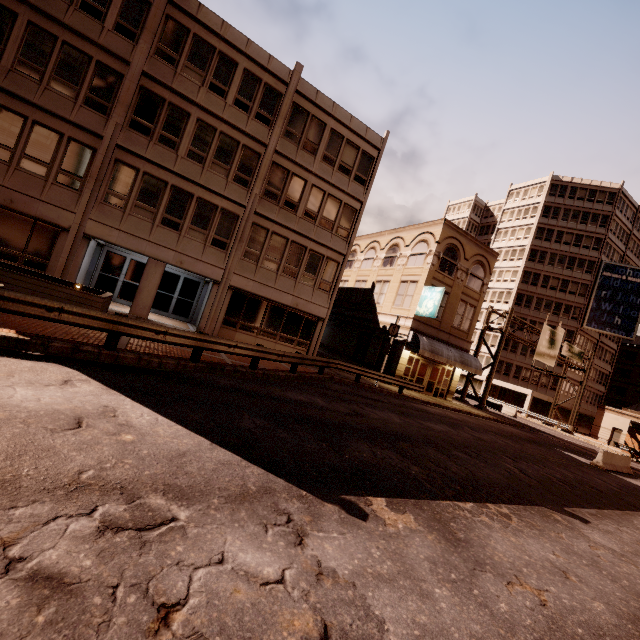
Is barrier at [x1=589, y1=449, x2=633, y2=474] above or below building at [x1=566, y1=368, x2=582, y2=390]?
below

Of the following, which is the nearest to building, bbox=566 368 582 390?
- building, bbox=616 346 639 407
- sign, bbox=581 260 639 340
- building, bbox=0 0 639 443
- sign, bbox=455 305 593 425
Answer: sign, bbox=581 260 639 340

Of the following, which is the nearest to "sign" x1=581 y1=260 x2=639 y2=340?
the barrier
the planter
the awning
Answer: the awning

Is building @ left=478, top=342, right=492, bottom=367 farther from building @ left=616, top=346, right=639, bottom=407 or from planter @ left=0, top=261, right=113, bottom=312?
planter @ left=0, top=261, right=113, bottom=312

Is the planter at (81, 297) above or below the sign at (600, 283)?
below

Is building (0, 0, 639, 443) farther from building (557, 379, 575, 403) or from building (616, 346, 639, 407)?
building (616, 346, 639, 407)

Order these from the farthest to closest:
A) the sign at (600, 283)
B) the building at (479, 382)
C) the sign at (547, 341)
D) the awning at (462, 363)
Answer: the building at (479, 382), the sign at (600, 283), the sign at (547, 341), the awning at (462, 363)

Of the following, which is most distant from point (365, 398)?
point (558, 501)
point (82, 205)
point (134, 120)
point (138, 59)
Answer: point (138, 59)
